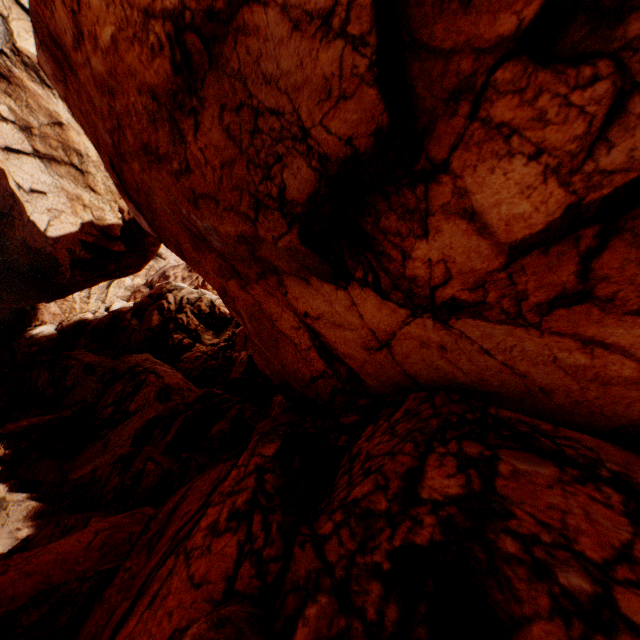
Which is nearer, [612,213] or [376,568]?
[376,568]
